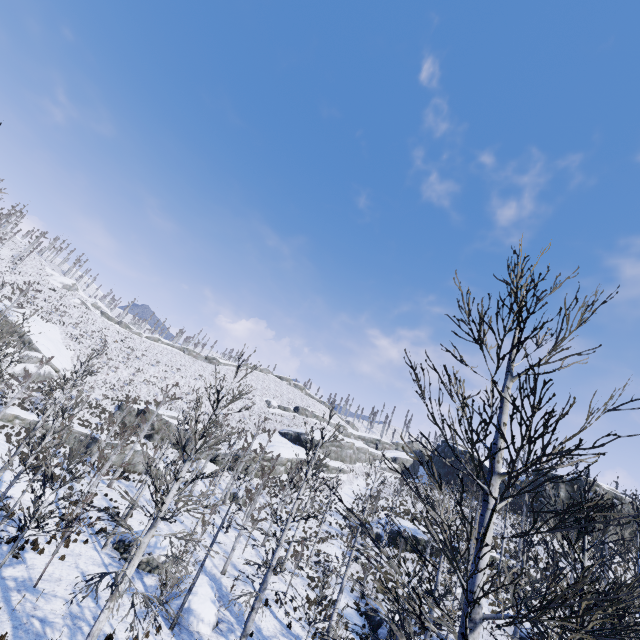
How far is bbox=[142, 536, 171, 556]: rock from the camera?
19.30m

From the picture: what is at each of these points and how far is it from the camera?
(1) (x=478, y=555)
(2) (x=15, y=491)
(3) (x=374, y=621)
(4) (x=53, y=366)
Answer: (1) instancedfoliageactor, 3.69m
(2) rock, 19.14m
(3) rock, 22.89m
(4) rock, 45.84m

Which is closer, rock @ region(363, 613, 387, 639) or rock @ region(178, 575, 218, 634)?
rock @ region(178, 575, 218, 634)

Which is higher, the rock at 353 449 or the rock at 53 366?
the rock at 353 449

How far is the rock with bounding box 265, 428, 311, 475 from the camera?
46.38m

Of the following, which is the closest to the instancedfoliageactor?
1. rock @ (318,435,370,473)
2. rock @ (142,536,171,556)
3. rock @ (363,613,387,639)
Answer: rock @ (363,613,387,639)

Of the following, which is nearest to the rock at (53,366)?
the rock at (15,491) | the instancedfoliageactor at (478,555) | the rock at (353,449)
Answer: the rock at (15,491)

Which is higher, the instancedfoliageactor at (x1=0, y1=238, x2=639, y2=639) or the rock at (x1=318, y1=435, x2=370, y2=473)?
the rock at (x1=318, y1=435, x2=370, y2=473)
